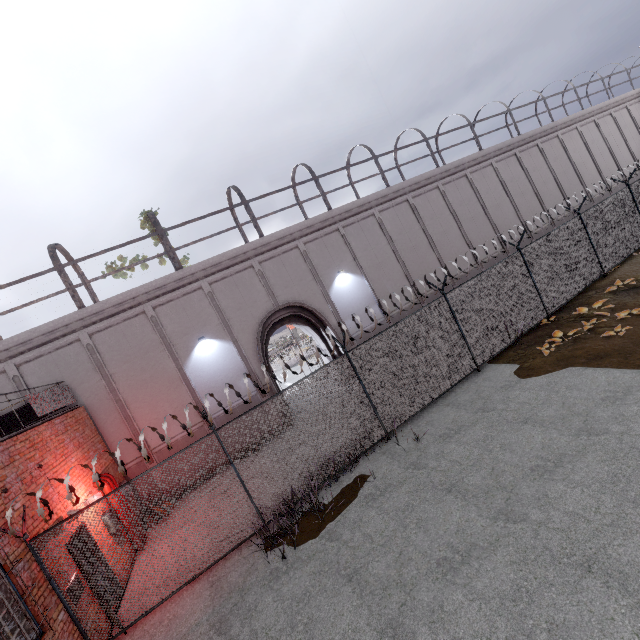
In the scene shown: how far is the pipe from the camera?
9.95m

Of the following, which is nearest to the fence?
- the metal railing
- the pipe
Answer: the metal railing

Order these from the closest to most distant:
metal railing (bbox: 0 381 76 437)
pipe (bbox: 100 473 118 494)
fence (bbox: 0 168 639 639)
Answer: fence (bbox: 0 168 639 639) → metal railing (bbox: 0 381 76 437) → pipe (bbox: 100 473 118 494)

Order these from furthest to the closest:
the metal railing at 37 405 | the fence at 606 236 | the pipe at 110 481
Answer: the pipe at 110 481 → the metal railing at 37 405 → the fence at 606 236

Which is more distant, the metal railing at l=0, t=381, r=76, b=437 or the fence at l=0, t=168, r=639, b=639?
the metal railing at l=0, t=381, r=76, b=437

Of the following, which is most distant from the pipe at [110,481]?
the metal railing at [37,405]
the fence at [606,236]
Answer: the fence at [606,236]

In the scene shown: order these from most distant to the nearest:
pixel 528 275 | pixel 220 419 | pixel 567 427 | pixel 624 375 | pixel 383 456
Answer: pixel 220 419, pixel 528 275, pixel 383 456, pixel 624 375, pixel 567 427
